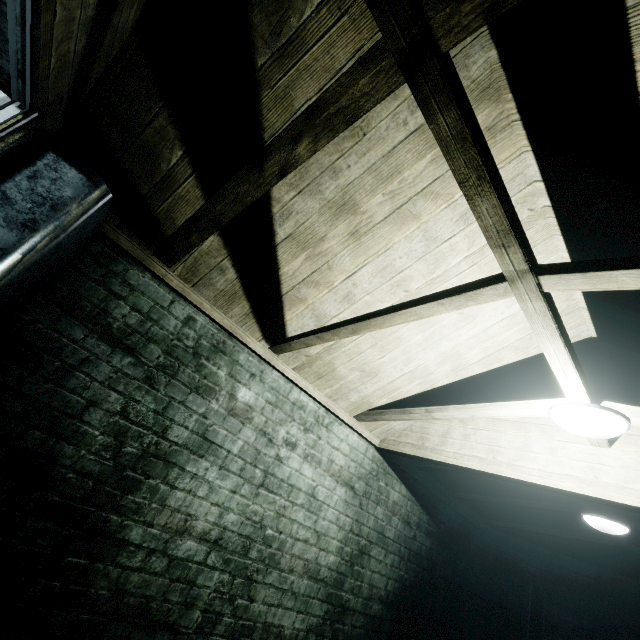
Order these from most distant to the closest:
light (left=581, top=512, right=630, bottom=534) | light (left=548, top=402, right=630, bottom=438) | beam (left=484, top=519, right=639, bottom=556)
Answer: beam (left=484, top=519, right=639, bottom=556) < light (left=581, top=512, right=630, bottom=534) < light (left=548, top=402, right=630, bottom=438)

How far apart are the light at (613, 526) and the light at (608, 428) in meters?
1.8 m

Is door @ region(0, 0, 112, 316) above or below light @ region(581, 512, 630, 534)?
below

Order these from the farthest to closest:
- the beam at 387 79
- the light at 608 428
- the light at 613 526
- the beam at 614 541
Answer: the beam at 614 541, the light at 613 526, the light at 608 428, the beam at 387 79

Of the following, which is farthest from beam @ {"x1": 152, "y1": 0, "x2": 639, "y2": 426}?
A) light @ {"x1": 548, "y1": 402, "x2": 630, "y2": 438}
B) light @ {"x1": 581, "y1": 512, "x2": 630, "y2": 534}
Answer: light @ {"x1": 581, "y1": 512, "x2": 630, "y2": 534}

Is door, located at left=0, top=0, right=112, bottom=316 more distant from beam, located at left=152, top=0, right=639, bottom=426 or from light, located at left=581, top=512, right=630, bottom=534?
light, located at left=581, top=512, right=630, bottom=534

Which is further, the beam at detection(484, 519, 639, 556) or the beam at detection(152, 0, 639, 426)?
the beam at detection(484, 519, 639, 556)

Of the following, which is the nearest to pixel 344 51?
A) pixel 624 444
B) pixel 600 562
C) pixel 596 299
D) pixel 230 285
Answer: pixel 230 285
